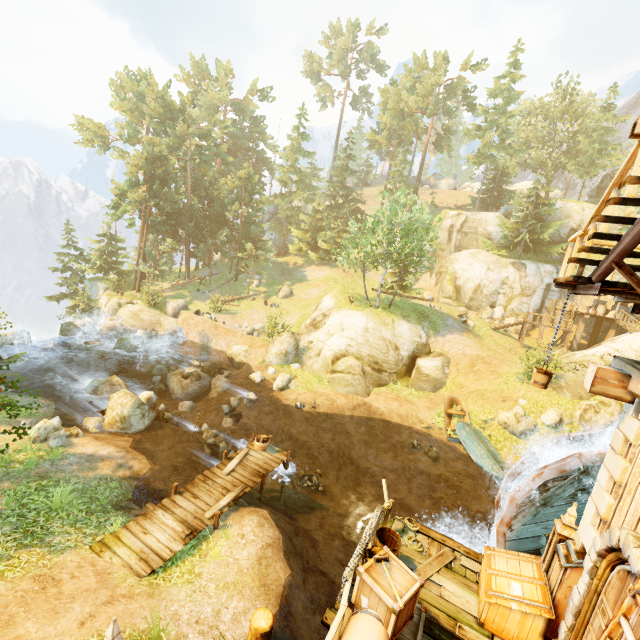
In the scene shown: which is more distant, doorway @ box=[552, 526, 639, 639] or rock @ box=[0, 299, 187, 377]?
rock @ box=[0, 299, 187, 377]

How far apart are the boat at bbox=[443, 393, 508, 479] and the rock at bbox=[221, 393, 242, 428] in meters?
12.2

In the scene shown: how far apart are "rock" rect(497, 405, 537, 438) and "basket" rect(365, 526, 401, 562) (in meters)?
14.45

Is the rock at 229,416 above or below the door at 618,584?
below

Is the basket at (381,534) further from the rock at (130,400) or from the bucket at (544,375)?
the rock at (130,400)

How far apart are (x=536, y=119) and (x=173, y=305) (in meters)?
64.63

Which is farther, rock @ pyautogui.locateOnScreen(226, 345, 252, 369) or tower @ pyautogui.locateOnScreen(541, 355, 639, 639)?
rock @ pyautogui.locateOnScreen(226, 345, 252, 369)

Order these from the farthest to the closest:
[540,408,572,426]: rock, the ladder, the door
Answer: [540,408,572,426]: rock → the door → the ladder
